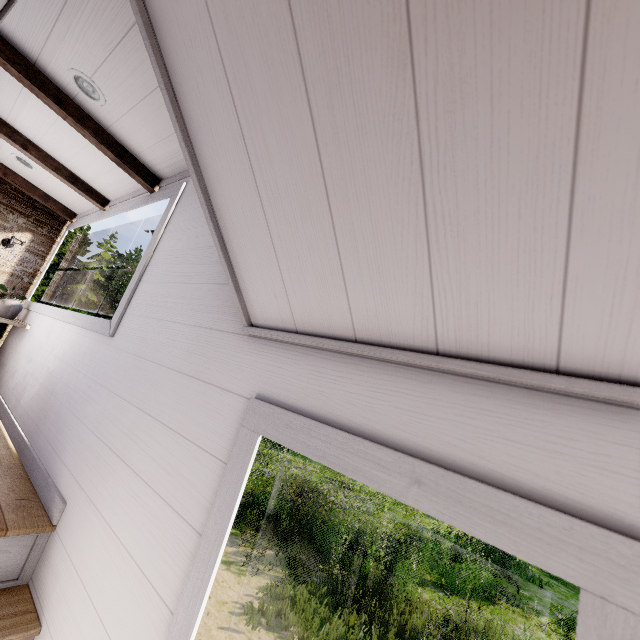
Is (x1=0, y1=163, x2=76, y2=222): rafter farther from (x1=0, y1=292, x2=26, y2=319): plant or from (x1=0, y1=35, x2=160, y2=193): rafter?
(x1=0, y1=35, x2=160, y2=193): rafter

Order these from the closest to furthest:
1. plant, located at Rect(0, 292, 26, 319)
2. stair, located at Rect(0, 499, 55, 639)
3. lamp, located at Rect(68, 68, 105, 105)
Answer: stair, located at Rect(0, 499, 55, 639), lamp, located at Rect(68, 68, 105, 105), plant, located at Rect(0, 292, 26, 319)

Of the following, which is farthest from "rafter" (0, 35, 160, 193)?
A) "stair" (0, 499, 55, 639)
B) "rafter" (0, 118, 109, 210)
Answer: "stair" (0, 499, 55, 639)

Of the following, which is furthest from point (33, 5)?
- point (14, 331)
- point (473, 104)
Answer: point (14, 331)

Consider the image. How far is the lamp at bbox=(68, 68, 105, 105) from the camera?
1.89m

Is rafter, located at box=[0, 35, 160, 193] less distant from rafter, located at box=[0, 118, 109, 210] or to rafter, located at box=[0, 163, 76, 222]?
rafter, located at box=[0, 118, 109, 210]

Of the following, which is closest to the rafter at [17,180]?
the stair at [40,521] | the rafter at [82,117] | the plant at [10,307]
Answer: the plant at [10,307]

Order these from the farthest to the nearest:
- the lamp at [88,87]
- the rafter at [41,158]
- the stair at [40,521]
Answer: the rafter at [41,158]
the lamp at [88,87]
the stair at [40,521]
